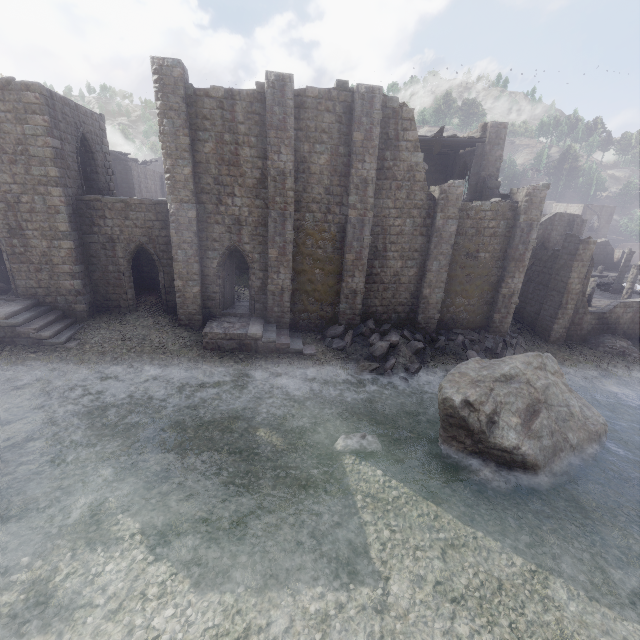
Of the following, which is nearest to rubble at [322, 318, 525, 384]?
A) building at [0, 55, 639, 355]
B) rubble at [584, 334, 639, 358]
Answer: building at [0, 55, 639, 355]

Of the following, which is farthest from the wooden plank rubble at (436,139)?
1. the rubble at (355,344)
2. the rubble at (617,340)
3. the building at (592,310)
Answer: the rubble at (617,340)

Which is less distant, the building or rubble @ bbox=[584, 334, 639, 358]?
the building

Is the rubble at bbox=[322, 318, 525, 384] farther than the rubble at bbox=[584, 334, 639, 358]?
No

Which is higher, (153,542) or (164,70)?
(164,70)

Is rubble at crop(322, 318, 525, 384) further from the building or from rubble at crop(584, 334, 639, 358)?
rubble at crop(584, 334, 639, 358)

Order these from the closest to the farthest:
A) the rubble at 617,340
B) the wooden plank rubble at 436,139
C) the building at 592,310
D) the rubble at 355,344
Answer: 1. the building at 592,310
2. the rubble at 355,344
3. the wooden plank rubble at 436,139
4. the rubble at 617,340

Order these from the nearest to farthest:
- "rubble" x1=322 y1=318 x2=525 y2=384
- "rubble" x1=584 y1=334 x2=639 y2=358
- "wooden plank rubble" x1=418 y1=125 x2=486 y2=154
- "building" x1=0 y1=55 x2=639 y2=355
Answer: "building" x1=0 y1=55 x2=639 y2=355
"rubble" x1=322 y1=318 x2=525 y2=384
"wooden plank rubble" x1=418 y1=125 x2=486 y2=154
"rubble" x1=584 y1=334 x2=639 y2=358
